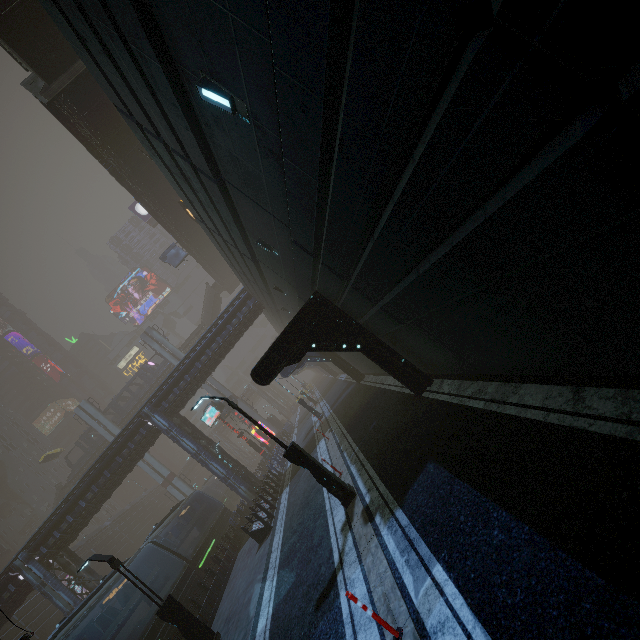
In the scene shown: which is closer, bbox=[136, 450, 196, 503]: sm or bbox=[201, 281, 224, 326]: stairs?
bbox=[136, 450, 196, 503]: sm

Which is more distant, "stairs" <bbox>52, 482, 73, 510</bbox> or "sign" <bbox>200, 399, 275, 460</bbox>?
"stairs" <bbox>52, 482, 73, 510</bbox>

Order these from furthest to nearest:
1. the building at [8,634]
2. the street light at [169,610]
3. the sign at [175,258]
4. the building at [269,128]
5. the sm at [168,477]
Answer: the sm at [168,477] → the sign at [175,258] → the building at [8,634] → the street light at [169,610] → the building at [269,128]

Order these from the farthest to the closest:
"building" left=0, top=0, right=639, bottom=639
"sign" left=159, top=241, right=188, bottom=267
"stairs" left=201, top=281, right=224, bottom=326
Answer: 1. "stairs" left=201, top=281, right=224, bottom=326
2. "sign" left=159, top=241, right=188, bottom=267
3. "building" left=0, top=0, right=639, bottom=639

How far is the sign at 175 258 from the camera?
40.5m

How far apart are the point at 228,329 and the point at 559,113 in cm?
2694

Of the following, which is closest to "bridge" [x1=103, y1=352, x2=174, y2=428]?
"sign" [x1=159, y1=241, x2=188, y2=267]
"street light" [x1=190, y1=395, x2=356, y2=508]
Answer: "sign" [x1=159, y1=241, x2=188, y2=267]

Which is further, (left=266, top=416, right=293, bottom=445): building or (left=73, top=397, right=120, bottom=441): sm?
(left=73, top=397, right=120, bottom=441): sm
